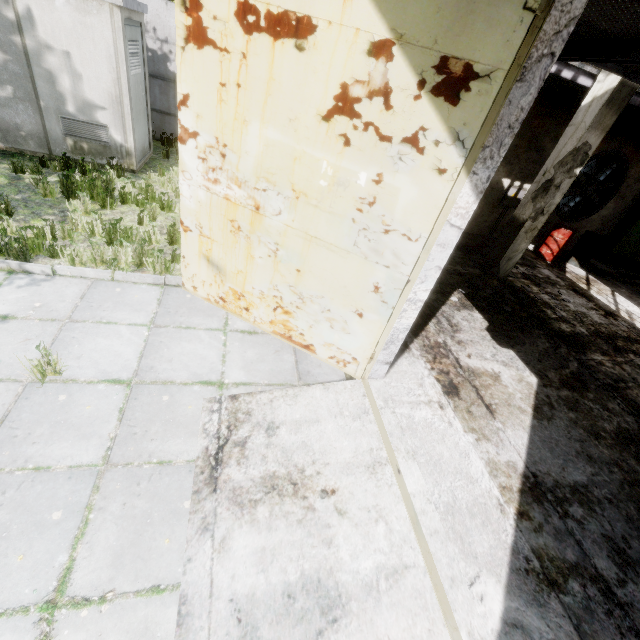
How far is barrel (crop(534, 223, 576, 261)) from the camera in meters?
9.5

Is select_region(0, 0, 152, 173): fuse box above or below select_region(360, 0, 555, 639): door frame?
below

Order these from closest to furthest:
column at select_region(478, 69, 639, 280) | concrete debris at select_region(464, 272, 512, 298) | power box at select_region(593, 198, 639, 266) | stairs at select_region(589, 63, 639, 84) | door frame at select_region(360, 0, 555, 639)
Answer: door frame at select_region(360, 0, 555, 639)
stairs at select_region(589, 63, 639, 84)
column at select_region(478, 69, 639, 280)
concrete debris at select_region(464, 272, 512, 298)
power box at select_region(593, 198, 639, 266)

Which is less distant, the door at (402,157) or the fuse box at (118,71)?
the door at (402,157)

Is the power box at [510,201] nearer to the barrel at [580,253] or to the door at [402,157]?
the barrel at [580,253]

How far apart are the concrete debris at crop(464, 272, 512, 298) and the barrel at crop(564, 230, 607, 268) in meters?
4.5

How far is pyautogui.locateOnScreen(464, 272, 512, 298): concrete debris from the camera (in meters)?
7.19

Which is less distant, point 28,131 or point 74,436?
point 74,436
